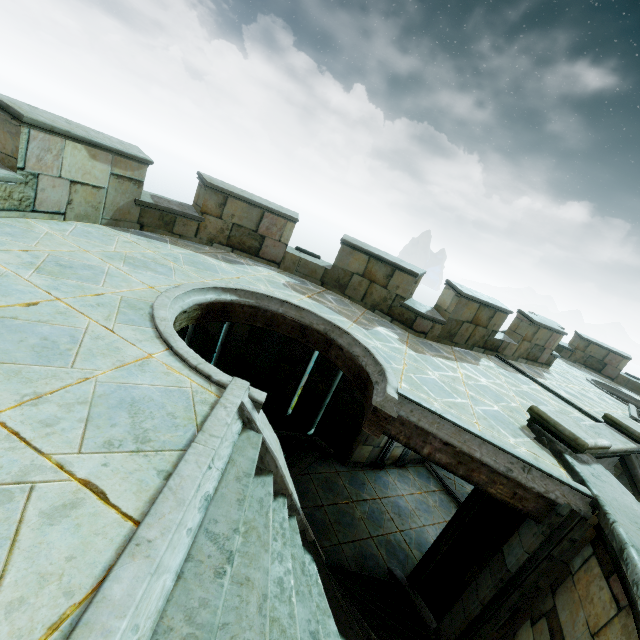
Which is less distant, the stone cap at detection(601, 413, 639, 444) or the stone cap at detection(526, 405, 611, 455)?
the stone cap at detection(526, 405, 611, 455)

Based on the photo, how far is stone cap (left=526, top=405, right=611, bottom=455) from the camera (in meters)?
4.81

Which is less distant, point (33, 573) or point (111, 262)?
point (33, 573)

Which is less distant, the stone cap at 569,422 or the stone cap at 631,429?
the stone cap at 569,422

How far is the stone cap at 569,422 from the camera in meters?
4.8
